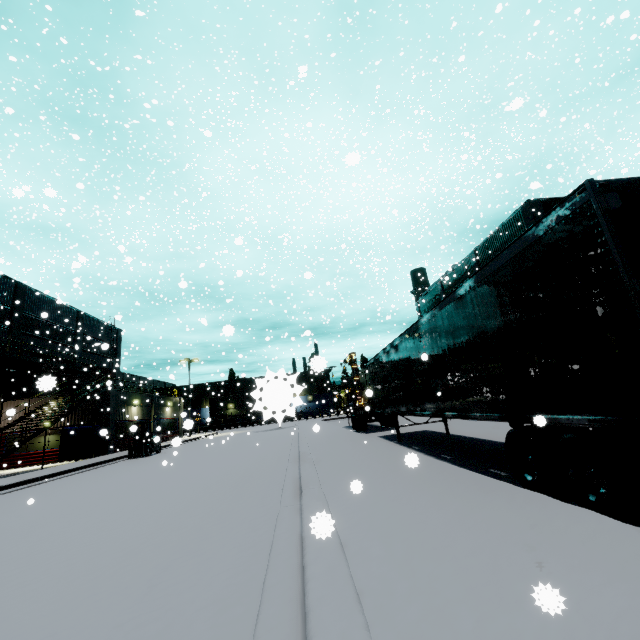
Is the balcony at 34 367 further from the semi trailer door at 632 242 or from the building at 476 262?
the semi trailer door at 632 242

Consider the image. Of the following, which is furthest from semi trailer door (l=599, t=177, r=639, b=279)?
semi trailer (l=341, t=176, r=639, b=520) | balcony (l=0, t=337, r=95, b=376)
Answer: balcony (l=0, t=337, r=95, b=376)

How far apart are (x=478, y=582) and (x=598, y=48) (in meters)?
65.61

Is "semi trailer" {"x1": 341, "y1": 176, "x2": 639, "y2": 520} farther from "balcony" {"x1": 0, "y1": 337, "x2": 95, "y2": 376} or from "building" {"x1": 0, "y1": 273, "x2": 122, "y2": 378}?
"balcony" {"x1": 0, "y1": 337, "x2": 95, "y2": 376}

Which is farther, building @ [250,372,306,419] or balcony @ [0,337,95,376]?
balcony @ [0,337,95,376]

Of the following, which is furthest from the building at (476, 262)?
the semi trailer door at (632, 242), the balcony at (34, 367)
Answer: the semi trailer door at (632, 242)

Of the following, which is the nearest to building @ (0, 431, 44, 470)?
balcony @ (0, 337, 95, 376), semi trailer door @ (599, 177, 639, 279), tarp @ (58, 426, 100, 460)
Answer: balcony @ (0, 337, 95, 376)
